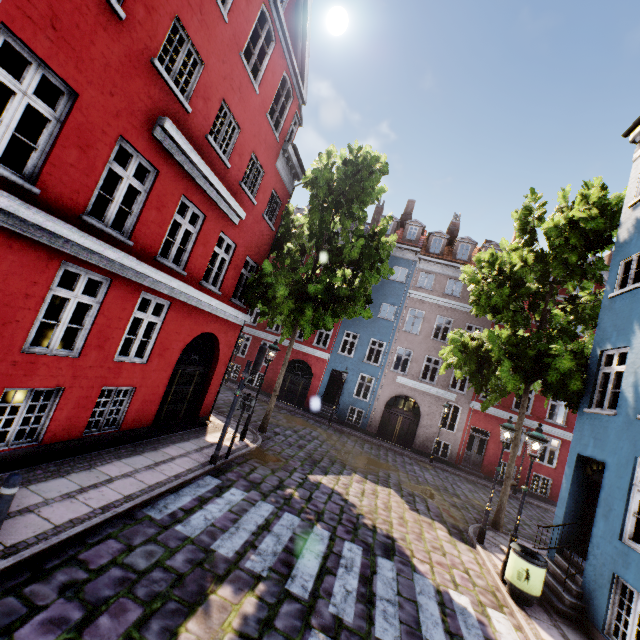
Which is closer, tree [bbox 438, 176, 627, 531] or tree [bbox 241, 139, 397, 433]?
tree [bbox 438, 176, 627, 531]

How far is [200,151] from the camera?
8.3m

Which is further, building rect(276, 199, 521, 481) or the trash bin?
building rect(276, 199, 521, 481)

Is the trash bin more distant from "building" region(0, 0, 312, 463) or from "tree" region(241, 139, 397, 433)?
"tree" region(241, 139, 397, 433)

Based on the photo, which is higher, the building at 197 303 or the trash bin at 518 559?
the building at 197 303

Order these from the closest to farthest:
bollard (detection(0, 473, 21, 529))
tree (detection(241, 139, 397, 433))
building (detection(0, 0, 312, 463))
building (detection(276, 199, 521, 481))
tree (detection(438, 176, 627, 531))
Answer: bollard (detection(0, 473, 21, 529)) < building (detection(0, 0, 312, 463)) < tree (detection(438, 176, 627, 531)) < tree (detection(241, 139, 397, 433)) < building (detection(276, 199, 521, 481))

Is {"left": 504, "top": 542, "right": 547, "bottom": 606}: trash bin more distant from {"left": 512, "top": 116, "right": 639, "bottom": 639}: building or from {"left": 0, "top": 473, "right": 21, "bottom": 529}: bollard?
{"left": 0, "top": 473, "right": 21, "bottom": 529}: bollard

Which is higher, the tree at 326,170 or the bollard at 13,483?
the tree at 326,170
